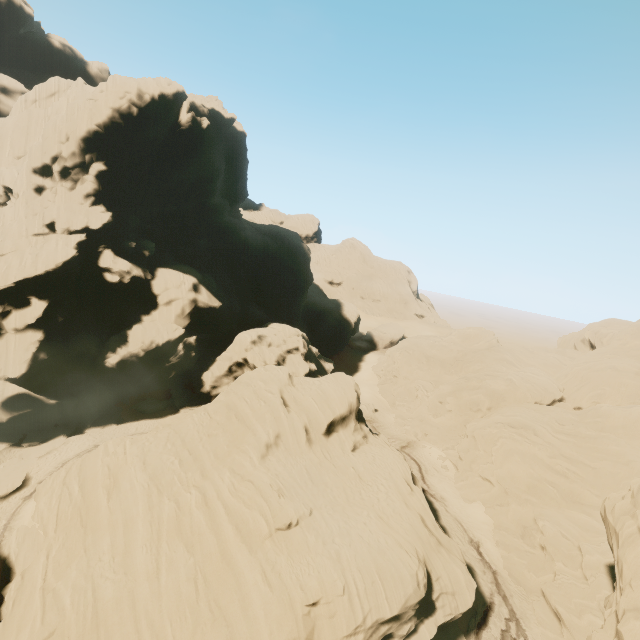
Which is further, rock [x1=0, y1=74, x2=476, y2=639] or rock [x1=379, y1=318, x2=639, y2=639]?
rock [x1=379, y1=318, x2=639, y2=639]

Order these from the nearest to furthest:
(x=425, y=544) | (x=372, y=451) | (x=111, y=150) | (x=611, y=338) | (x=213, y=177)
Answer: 1. (x=425, y=544)
2. (x=372, y=451)
3. (x=111, y=150)
4. (x=611, y=338)
5. (x=213, y=177)

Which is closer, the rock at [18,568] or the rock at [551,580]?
the rock at [18,568]
